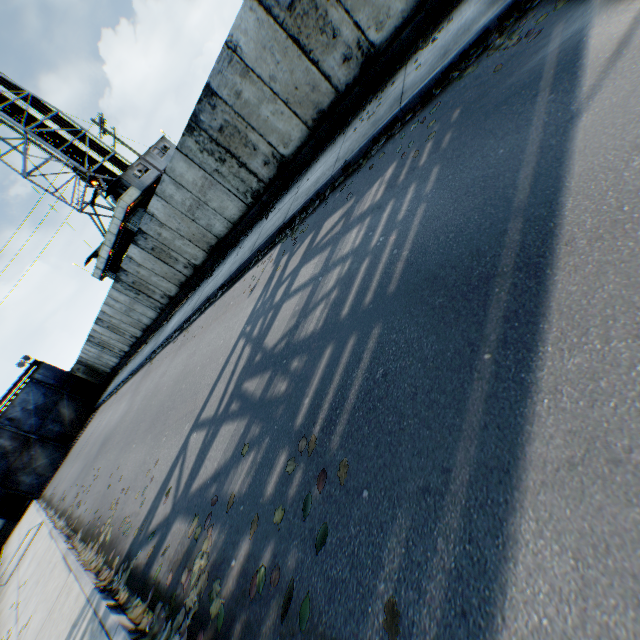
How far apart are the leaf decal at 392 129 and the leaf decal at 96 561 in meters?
5.1 m

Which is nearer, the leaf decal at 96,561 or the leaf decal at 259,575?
the leaf decal at 259,575

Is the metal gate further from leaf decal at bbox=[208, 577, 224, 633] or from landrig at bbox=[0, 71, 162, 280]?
leaf decal at bbox=[208, 577, 224, 633]

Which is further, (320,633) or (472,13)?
(472,13)

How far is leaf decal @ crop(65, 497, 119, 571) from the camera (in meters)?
5.58

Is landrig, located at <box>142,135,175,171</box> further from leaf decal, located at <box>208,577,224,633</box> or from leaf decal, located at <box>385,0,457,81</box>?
leaf decal, located at <box>385,0,457,81</box>

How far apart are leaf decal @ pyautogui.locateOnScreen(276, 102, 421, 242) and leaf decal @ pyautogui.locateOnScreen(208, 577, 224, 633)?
5.1 meters
